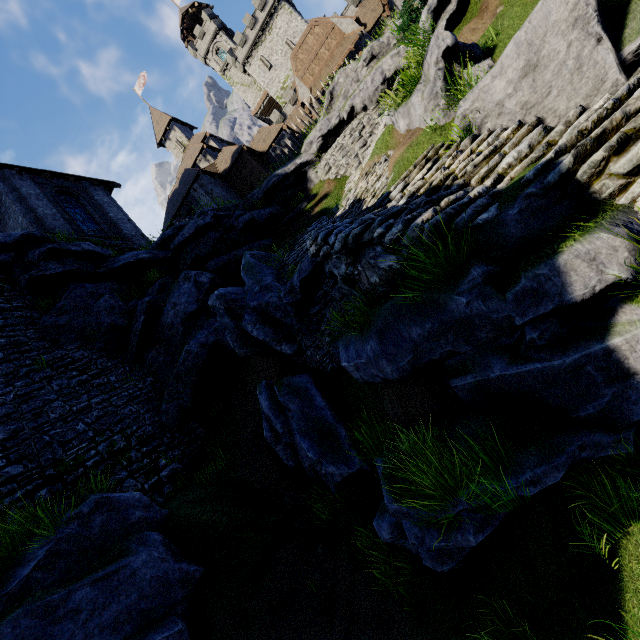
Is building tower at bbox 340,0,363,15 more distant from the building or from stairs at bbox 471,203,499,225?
stairs at bbox 471,203,499,225

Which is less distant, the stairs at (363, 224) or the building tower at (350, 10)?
the stairs at (363, 224)

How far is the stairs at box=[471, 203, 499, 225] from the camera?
3.79m

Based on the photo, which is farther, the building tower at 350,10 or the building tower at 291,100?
the building tower at 291,100

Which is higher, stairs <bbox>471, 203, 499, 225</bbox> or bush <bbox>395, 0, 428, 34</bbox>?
bush <bbox>395, 0, 428, 34</bbox>

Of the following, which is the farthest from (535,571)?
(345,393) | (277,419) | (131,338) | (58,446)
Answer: (131,338)

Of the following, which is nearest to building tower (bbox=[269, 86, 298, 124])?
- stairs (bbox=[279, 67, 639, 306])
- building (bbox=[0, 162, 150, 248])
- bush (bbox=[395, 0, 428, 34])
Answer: building (bbox=[0, 162, 150, 248])
